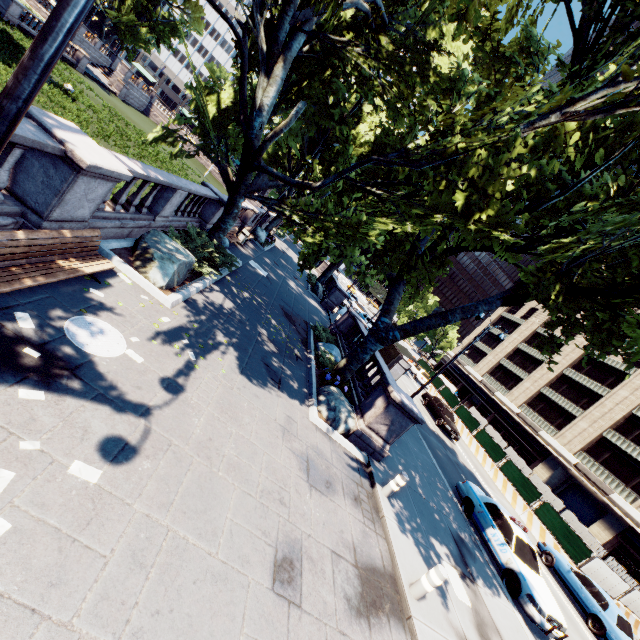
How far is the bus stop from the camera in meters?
21.9

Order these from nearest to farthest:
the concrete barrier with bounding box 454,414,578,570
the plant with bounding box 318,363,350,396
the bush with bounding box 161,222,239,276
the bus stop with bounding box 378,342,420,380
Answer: the bush with bounding box 161,222,239,276 < the plant with bounding box 318,363,350,396 < the concrete barrier with bounding box 454,414,578,570 < the bus stop with bounding box 378,342,420,380

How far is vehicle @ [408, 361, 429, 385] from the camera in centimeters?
3647cm

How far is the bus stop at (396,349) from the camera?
21.86m

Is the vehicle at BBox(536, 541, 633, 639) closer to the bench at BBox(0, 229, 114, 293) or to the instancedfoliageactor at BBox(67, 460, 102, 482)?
the instancedfoliageactor at BBox(67, 460, 102, 482)

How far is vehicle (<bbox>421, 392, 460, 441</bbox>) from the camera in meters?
24.1

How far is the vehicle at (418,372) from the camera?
36.47m

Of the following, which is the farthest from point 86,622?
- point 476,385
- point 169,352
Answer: point 476,385
